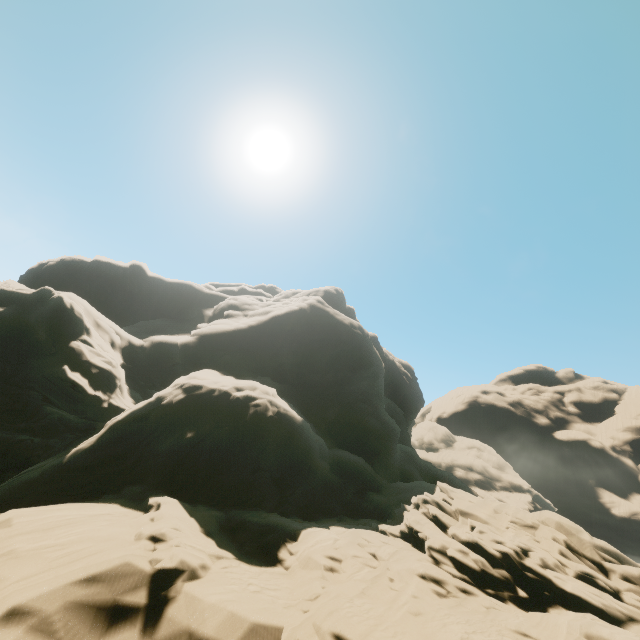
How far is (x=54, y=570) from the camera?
8.9 meters
